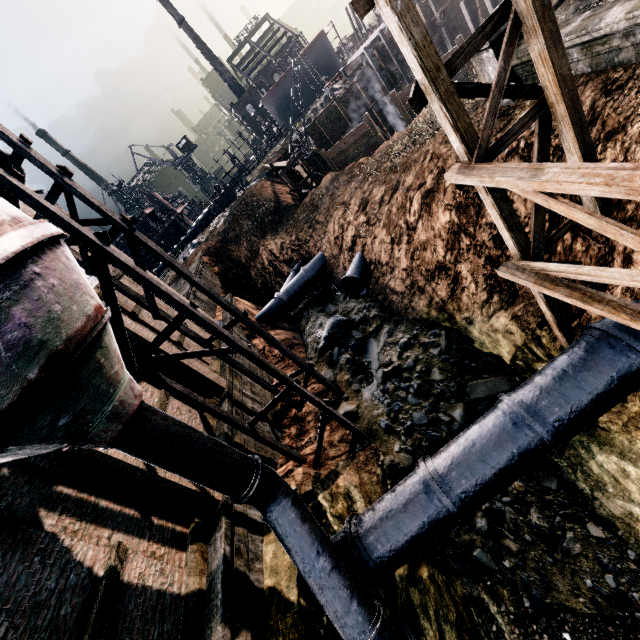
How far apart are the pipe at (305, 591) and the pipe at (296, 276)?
16.6m

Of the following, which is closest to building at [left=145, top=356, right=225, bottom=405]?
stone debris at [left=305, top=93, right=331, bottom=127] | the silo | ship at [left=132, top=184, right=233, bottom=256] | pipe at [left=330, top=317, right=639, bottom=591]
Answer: the silo

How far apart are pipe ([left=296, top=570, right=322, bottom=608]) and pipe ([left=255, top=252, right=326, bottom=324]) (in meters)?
16.57

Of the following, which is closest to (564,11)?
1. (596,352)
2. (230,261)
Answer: (596,352)

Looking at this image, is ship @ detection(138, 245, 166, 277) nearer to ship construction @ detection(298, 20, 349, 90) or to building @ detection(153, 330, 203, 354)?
ship construction @ detection(298, 20, 349, 90)

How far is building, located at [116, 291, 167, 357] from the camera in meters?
13.3 m

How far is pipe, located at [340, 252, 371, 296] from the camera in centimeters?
1895cm

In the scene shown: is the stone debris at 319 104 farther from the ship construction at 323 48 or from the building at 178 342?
the building at 178 342
